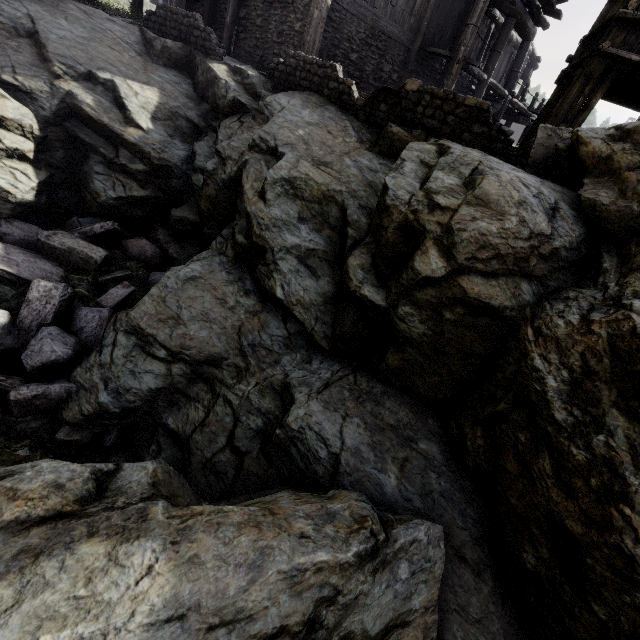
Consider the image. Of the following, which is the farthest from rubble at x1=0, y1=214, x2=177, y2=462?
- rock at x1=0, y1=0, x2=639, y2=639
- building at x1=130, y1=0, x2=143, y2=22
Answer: building at x1=130, y1=0, x2=143, y2=22

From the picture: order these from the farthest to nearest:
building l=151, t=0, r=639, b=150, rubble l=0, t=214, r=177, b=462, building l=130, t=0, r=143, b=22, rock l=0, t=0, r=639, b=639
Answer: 1. building l=130, t=0, r=143, b=22
2. building l=151, t=0, r=639, b=150
3. rubble l=0, t=214, r=177, b=462
4. rock l=0, t=0, r=639, b=639

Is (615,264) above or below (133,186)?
above

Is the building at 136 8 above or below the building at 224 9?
below

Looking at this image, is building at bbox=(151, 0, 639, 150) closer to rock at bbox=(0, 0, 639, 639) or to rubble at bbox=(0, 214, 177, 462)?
rock at bbox=(0, 0, 639, 639)

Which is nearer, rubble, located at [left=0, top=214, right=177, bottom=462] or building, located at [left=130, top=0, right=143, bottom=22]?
rubble, located at [left=0, top=214, right=177, bottom=462]

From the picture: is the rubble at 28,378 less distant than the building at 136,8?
Yes
